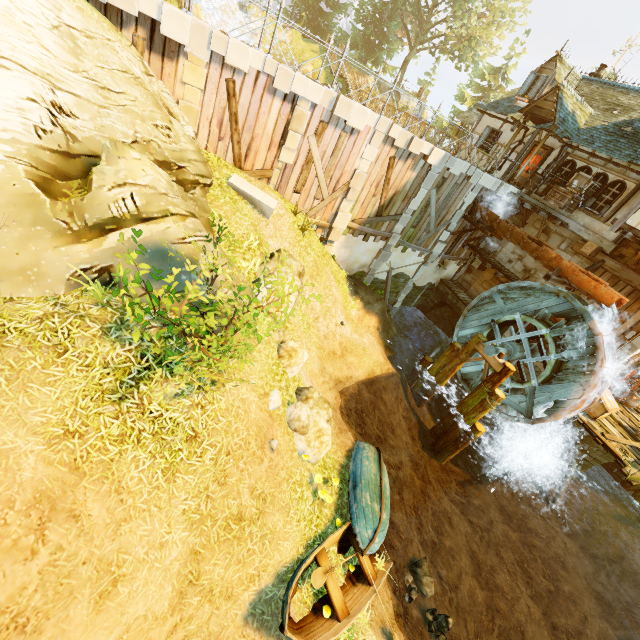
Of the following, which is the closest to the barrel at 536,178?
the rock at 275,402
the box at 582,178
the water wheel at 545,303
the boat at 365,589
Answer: the box at 582,178

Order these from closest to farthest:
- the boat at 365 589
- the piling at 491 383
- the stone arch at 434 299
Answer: the boat at 365 589
the piling at 491 383
the stone arch at 434 299

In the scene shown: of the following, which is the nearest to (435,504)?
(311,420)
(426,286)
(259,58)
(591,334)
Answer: (311,420)

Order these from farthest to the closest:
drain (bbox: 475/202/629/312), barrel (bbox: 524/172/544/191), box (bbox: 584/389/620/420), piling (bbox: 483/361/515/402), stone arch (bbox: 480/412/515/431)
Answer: stone arch (bbox: 480/412/515/431) < barrel (bbox: 524/172/544/191) < box (bbox: 584/389/620/420) < piling (bbox: 483/361/515/402) < drain (bbox: 475/202/629/312)

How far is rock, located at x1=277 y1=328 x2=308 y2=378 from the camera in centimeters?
845cm

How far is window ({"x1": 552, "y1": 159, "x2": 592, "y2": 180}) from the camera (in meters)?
15.00

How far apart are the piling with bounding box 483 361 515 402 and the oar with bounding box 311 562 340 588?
8.7 meters

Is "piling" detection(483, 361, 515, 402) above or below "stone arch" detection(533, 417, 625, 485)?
above
